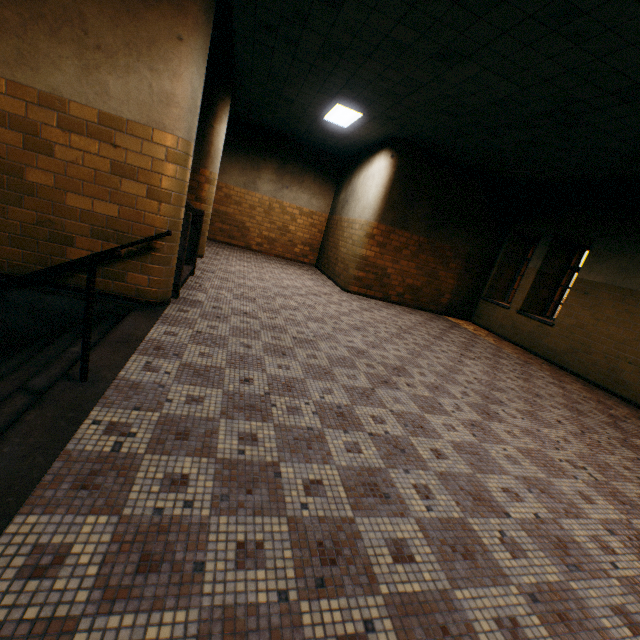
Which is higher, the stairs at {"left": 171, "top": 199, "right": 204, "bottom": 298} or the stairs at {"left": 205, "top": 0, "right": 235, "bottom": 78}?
the stairs at {"left": 205, "top": 0, "right": 235, "bottom": 78}

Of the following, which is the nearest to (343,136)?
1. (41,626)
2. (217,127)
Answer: (217,127)

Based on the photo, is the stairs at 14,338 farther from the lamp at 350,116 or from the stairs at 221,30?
the lamp at 350,116

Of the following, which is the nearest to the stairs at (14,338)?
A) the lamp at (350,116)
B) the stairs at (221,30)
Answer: the stairs at (221,30)

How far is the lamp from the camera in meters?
6.9 m

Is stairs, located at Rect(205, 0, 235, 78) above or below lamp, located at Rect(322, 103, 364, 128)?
below

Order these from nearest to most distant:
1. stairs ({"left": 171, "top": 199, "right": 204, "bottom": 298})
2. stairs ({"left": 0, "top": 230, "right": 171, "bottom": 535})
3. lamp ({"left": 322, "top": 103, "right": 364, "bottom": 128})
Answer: stairs ({"left": 0, "top": 230, "right": 171, "bottom": 535}), stairs ({"left": 171, "top": 199, "right": 204, "bottom": 298}), lamp ({"left": 322, "top": 103, "right": 364, "bottom": 128})

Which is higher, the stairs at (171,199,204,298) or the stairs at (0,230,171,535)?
the stairs at (171,199,204,298)
